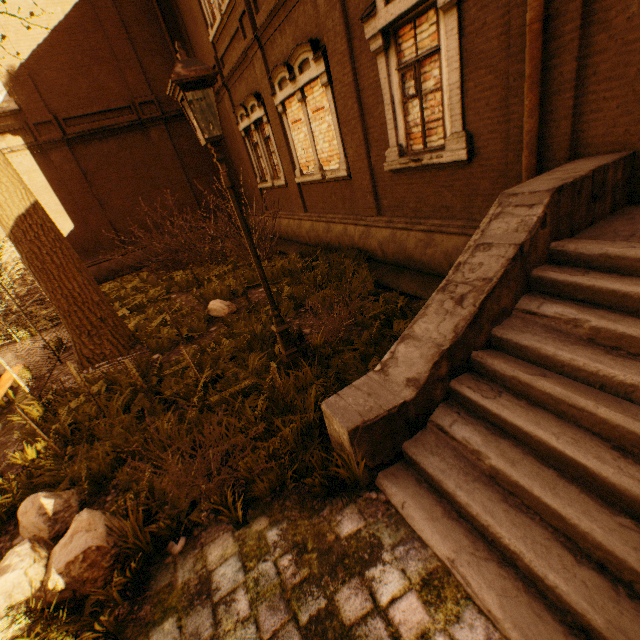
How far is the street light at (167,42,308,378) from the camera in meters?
3.2 m

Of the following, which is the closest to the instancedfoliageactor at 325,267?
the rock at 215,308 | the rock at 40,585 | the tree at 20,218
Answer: the rock at 40,585

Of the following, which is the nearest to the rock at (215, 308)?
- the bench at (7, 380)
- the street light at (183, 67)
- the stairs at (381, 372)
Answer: the street light at (183, 67)

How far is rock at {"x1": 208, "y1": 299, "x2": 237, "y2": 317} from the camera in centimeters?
766cm

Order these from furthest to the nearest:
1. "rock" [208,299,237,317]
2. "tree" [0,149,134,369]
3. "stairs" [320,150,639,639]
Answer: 1. "rock" [208,299,237,317]
2. "tree" [0,149,134,369]
3. "stairs" [320,150,639,639]

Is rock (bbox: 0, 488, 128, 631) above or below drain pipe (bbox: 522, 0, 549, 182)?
below

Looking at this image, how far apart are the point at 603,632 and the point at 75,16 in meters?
20.3 m

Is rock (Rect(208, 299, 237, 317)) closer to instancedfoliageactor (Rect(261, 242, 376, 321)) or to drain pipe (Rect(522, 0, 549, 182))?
instancedfoliageactor (Rect(261, 242, 376, 321))
